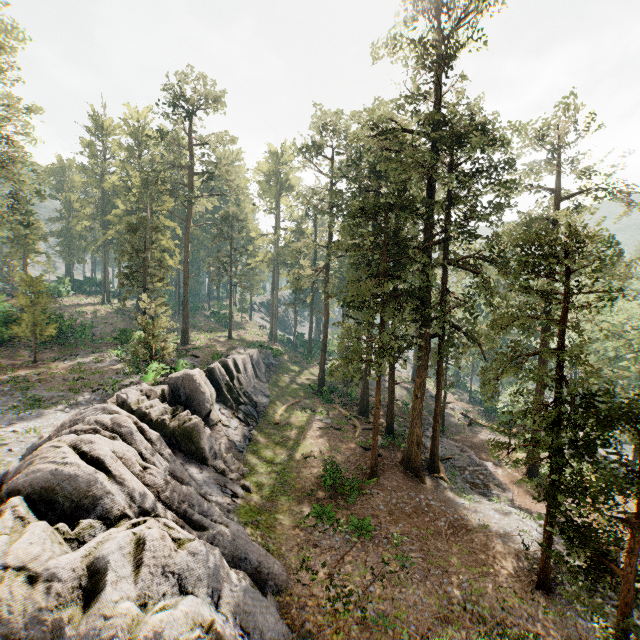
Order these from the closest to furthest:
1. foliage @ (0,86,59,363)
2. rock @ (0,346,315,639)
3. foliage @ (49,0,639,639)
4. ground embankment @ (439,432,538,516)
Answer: rock @ (0,346,315,639), foliage @ (49,0,639,639), ground embankment @ (439,432,538,516), foliage @ (0,86,59,363)

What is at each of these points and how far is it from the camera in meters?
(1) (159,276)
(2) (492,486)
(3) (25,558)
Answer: (1) foliage, 32.6 m
(2) ground embankment, 23.0 m
(3) rock, 7.4 m

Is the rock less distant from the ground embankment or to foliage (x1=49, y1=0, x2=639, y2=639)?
foliage (x1=49, y1=0, x2=639, y2=639)

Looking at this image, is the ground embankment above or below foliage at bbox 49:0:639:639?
below

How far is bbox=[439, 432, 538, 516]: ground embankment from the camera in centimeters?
2070cm

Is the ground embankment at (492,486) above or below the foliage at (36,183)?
below

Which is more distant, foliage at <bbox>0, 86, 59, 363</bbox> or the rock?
foliage at <bbox>0, 86, 59, 363</bbox>

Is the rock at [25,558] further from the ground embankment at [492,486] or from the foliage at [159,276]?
the ground embankment at [492,486]
